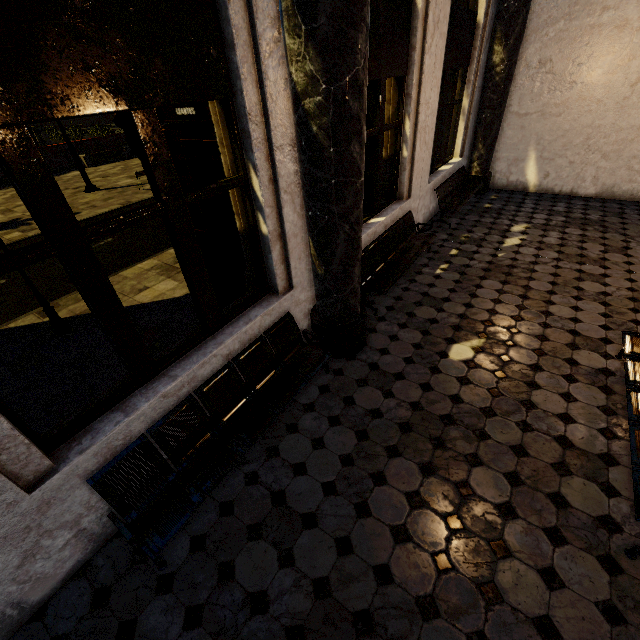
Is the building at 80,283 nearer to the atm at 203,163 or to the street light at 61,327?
the atm at 203,163

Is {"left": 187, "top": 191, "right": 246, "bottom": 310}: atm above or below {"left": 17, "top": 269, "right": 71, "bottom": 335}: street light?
above

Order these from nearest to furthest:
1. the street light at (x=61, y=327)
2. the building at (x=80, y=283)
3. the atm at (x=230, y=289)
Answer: the building at (x=80, y=283) < the atm at (x=230, y=289) < the street light at (x=61, y=327)

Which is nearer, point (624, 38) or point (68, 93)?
point (68, 93)

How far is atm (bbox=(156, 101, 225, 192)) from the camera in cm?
349

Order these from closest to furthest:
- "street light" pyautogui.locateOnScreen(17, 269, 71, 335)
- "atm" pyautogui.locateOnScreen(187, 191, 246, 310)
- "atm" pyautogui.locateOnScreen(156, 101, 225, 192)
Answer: "atm" pyautogui.locateOnScreen(156, 101, 225, 192) < "atm" pyautogui.locateOnScreen(187, 191, 246, 310) < "street light" pyautogui.locateOnScreen(17, 269, 71, 335)

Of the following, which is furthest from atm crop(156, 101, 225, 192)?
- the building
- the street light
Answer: the street light
